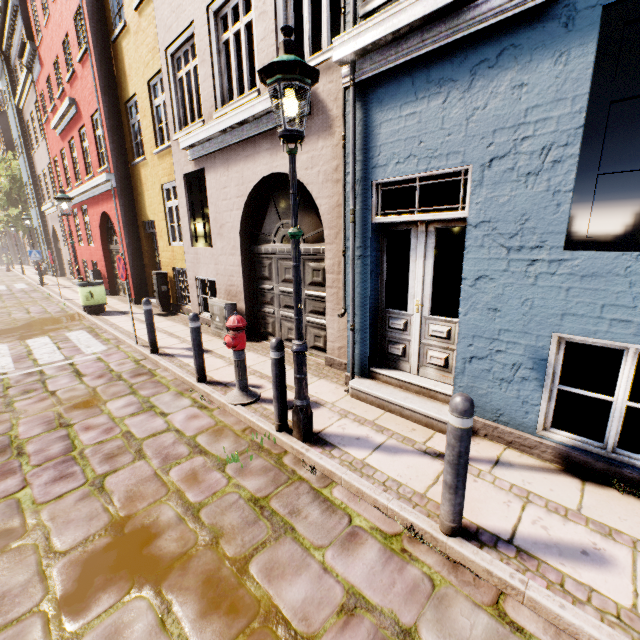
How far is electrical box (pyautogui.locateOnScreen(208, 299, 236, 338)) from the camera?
7.1 meters

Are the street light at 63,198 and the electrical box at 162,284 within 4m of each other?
yes

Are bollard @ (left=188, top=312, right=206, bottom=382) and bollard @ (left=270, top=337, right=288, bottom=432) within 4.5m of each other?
yes

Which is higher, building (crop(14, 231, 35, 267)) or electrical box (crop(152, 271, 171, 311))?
building (crop(14, 231, 35, 267))

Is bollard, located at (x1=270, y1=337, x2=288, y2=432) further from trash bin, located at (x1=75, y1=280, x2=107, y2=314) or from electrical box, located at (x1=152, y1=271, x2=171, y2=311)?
trash bin, located at (x1=75, y1=280, x2=107, y2=314)

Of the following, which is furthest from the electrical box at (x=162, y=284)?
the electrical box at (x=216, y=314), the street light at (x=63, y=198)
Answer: the electrical box at (x=216, y=314)

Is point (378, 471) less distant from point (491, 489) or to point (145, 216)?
point (491, 489)

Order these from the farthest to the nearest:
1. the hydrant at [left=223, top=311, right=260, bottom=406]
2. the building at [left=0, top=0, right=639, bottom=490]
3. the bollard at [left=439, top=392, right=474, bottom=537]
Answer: the hydrant at [left=223, top=311, right=260, bottom=406], the building at [left=0, top=0, right=639, bottom=490], the bollard at [left=439, top=392, right=474, bottom=537]
